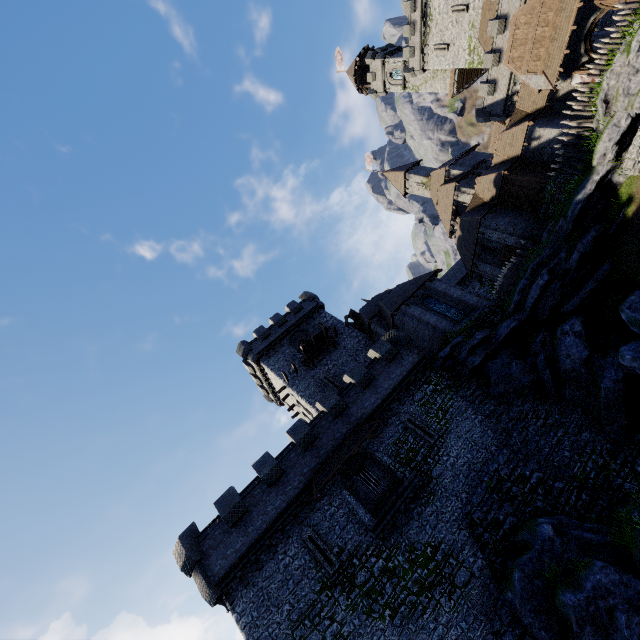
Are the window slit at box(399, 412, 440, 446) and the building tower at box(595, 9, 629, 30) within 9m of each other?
no

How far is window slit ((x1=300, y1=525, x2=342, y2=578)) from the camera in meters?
17.1

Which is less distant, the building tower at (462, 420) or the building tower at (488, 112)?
the building tower at (462, 420)

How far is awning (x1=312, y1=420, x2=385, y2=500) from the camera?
19.2 meters

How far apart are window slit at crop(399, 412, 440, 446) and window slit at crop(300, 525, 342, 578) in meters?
8.3

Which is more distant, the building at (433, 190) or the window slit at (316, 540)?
the building at (433, 190)

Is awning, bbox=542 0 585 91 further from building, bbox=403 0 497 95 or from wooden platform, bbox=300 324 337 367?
wooden platform, bbox=300 324 337 367

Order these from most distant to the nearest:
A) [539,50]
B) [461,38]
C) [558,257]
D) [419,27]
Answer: [419,27] → [461,38] → [539,50] → [558,257]
